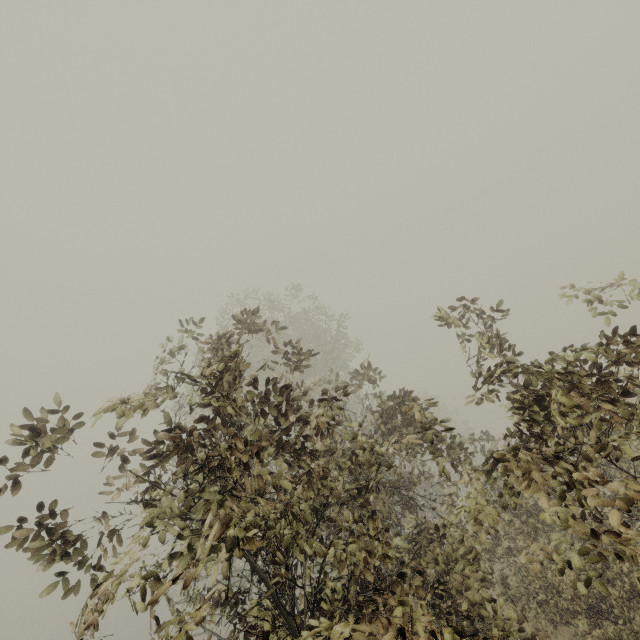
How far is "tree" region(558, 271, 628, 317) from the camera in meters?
3.9 m

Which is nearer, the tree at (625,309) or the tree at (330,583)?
the tree at (330,583)

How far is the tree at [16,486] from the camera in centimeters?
273cm

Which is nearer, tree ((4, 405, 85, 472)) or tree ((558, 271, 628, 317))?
tree ((4, 405, 85, 472))

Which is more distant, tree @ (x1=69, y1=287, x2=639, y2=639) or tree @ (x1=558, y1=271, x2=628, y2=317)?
tree @ (x1=558, y1=271, x2=628, y2=317)

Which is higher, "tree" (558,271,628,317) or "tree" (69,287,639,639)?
"tree" (558,271,628,317)

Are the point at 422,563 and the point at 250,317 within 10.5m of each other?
yes
